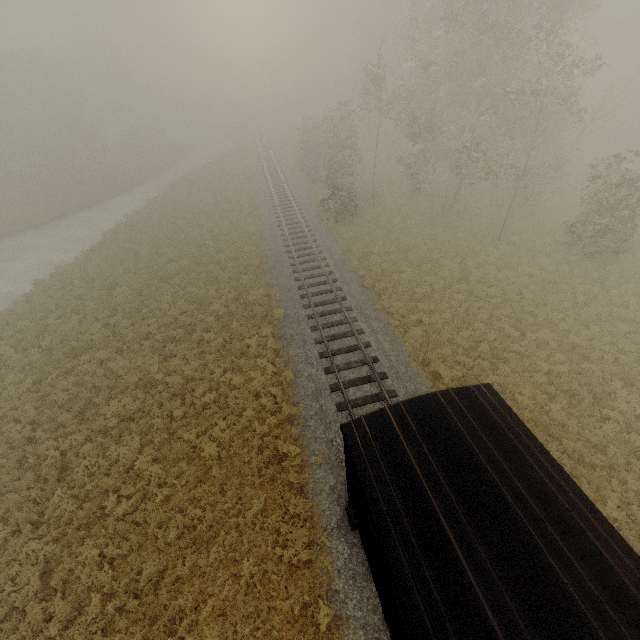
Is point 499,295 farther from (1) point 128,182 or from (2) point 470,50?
(1) point 128,182
